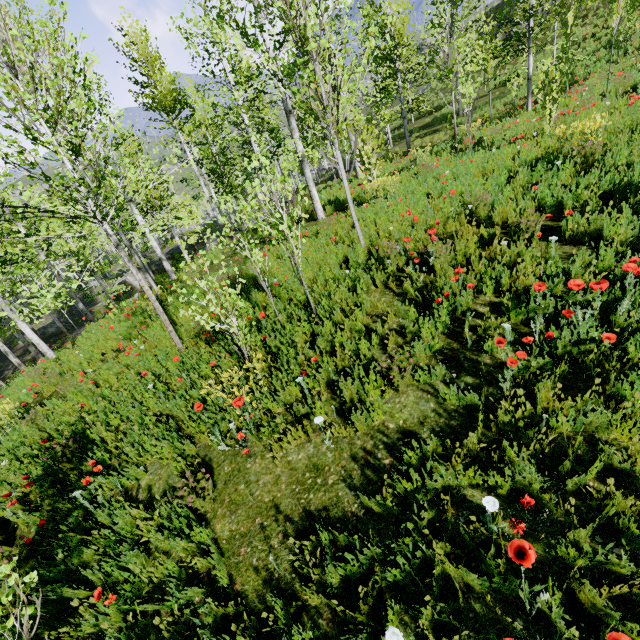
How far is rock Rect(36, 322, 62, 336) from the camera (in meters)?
25.73

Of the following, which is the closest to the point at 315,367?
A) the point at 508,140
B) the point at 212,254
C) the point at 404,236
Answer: the point at 404,236

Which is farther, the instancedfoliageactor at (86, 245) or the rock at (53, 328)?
the rock at (53, 328)

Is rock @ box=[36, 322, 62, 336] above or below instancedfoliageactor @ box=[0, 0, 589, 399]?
below

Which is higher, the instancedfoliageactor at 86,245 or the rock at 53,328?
the instancedfoliageactor at 86,245

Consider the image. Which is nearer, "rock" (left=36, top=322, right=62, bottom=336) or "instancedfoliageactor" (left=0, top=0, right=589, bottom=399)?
"instancedfoliageactor" (left=0, top=0, right=589, bottom=399)
